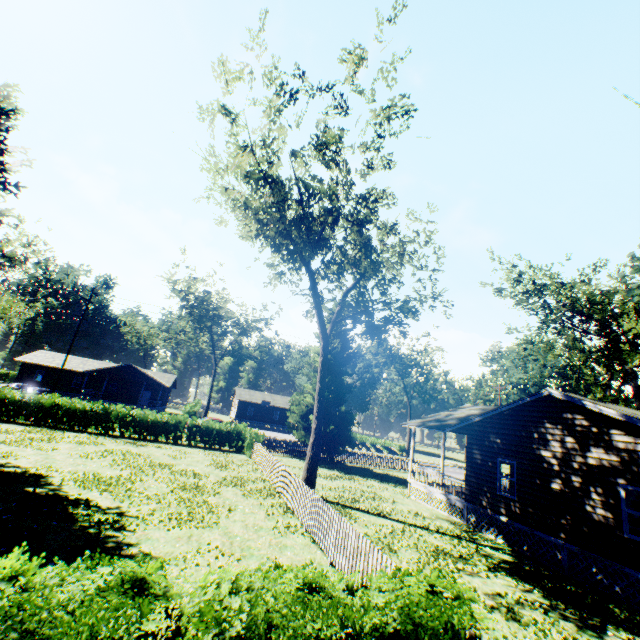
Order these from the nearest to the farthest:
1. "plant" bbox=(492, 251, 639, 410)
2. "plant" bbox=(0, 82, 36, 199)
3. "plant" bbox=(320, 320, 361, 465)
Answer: "plant" bbox=(0, 82, 36, 199)
"plant" bbox=(492, 251, 639, 410)
"plant" bbox=(320, 320, 361, 465)

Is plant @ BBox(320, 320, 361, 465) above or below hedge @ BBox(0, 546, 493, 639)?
above

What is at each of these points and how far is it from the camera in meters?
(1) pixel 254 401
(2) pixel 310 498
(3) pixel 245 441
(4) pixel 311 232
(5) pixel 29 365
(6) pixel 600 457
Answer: (1) house, 59.7 m
(2) fence, 11.8 m
(3) hedge, 27.8 m
(4) tree, 20.9 m
(5) house, 47.9 m
(6) house, 11.7 m

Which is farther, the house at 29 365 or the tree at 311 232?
the house at 29 365

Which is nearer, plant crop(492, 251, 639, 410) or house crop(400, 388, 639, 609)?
house crop(400, 388, 639, 609)

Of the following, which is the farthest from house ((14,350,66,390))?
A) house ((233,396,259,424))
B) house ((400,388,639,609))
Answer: house ((400,388,639,609))

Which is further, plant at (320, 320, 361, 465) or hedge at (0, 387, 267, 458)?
plant at (320, 320, 361, 465)

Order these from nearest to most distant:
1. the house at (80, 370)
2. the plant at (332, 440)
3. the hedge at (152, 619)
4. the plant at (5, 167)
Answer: the hedge at (152, 619) < the plant at (5, 167) < the plant at (332, 440) < the house at (80, 370)
